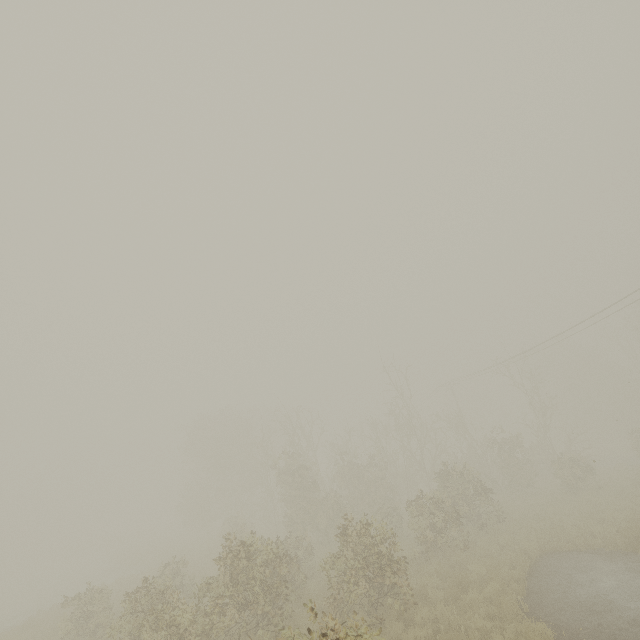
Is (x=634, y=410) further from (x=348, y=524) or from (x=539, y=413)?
(x=348, y=524)
